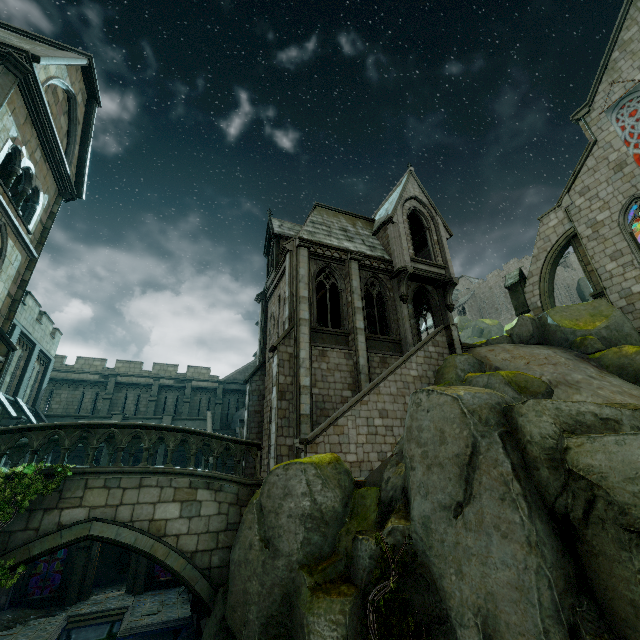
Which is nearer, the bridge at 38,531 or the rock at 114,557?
the bridge at 38,531

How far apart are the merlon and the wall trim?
25.0 meters

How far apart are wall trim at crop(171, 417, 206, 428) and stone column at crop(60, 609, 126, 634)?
10.8m

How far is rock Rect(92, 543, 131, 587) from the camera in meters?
23.8 m

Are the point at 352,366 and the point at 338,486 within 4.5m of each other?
no

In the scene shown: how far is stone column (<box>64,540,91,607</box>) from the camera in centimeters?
1881cm

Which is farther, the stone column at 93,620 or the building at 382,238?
the stone column at 93,620

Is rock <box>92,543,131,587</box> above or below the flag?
below
